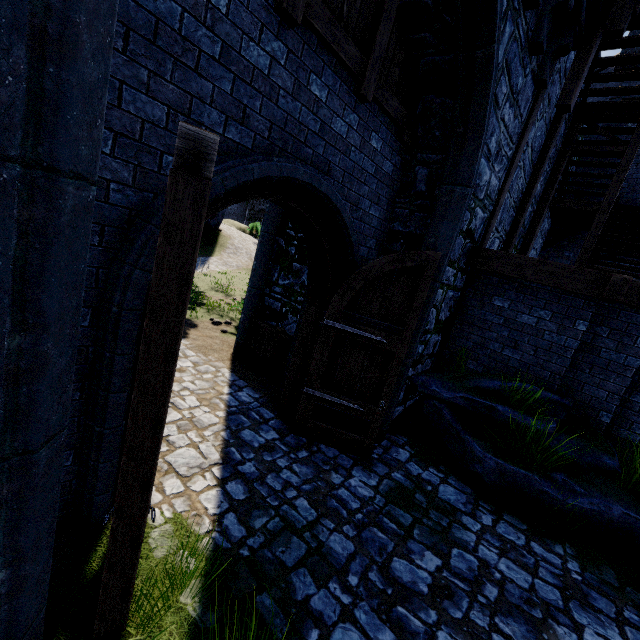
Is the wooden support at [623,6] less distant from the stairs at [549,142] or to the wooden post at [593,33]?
the wooden post at [593,33]

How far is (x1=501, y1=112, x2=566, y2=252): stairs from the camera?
7.9 meters

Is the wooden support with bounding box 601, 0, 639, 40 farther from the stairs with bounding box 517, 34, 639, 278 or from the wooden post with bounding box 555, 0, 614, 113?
the stairs with bounding box 517, 34, 639, 278

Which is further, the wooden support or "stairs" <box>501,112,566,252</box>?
"stairs" <box>501,112,566,252</box>

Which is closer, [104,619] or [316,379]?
[104,619]

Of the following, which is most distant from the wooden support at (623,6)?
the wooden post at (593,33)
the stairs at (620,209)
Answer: the stairs at (620,209)
